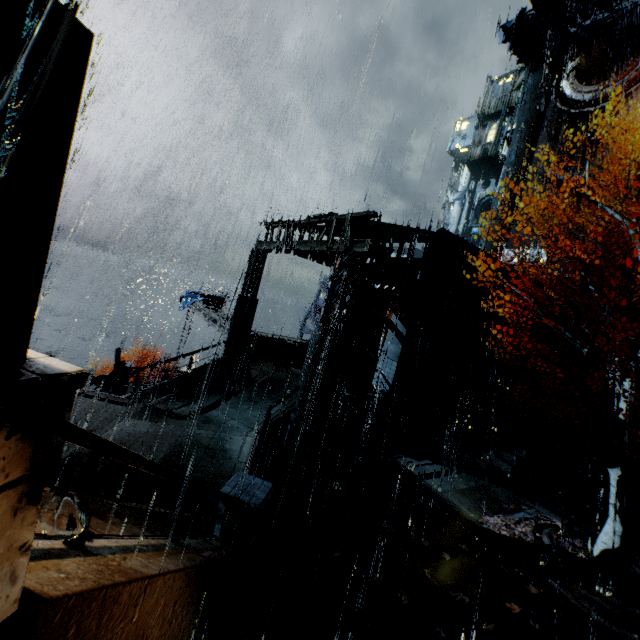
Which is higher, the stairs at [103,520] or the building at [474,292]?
the building at [474,292]

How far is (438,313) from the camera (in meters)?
17.59

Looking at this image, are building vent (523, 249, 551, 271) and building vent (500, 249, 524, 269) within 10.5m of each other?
yes

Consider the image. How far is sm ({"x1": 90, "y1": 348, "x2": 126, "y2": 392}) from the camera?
16.3 meters

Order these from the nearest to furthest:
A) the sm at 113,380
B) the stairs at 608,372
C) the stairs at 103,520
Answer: the stairs at 103,520 < the sm at 113,380 < the stairs at 608,372

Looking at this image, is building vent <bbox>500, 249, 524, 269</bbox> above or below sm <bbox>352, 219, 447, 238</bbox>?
above

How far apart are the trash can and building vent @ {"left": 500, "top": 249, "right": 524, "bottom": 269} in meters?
25.7

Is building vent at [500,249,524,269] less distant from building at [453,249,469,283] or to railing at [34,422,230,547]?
building at [453,249,469,283]
